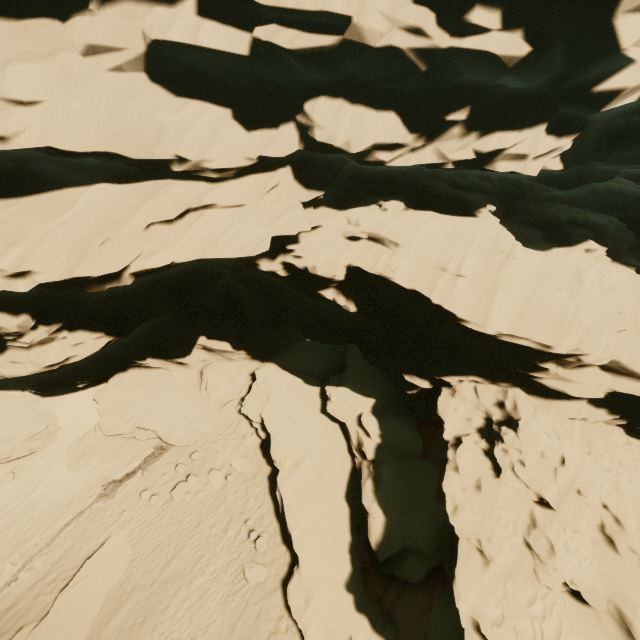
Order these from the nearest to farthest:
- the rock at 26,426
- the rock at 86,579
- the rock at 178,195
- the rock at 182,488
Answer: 1. the rock at 178,195
2. the rock at 86,579
3. the rock at 182,488
4. the rock at 26,426

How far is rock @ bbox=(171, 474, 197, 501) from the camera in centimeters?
1543cm

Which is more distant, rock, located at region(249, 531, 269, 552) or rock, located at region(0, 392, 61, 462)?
rock, located at region(0, 392, 61, 462)

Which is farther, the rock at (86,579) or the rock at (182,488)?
the rock at (182,488)

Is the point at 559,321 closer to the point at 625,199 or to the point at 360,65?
the point at 360,65

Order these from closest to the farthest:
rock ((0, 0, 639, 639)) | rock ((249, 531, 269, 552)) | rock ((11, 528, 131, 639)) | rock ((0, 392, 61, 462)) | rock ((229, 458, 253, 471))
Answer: rock ((0, 0, 639, 639))
rock ((11, 528, 131, 639))
rock ((249, 531, 269, 552))
rock ((229, 458, 253, 471))
rock ((0, 392, 61, 462))
